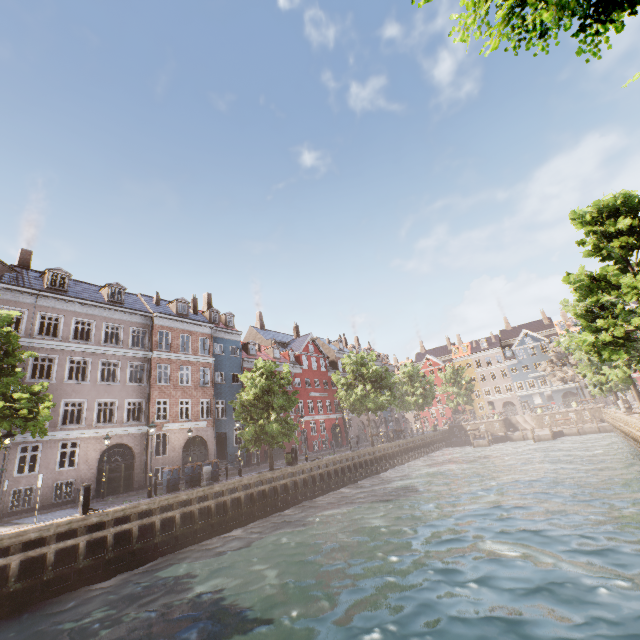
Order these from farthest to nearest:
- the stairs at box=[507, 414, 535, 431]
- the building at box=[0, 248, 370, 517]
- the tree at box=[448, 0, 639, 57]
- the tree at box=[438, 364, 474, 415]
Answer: the tree at box=[438, 364, 474, 415] → the stairs at box=[507, 414, 535, 431] → the building at box=[0, 248, 370, 517] → the tree at box=[448, 0, 639, 57]

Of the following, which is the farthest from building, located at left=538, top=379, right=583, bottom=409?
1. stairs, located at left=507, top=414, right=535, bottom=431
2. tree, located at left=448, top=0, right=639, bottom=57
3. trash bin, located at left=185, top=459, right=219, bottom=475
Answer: stairs, located at left=507, top=414, right=535, bottom=431

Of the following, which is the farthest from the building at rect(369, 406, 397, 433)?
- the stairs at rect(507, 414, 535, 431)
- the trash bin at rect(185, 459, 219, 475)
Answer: the stairs at rect(507, 414, 535, 431)

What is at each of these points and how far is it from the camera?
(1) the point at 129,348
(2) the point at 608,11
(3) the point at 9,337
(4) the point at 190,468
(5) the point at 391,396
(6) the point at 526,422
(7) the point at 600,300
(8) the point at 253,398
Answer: (1) building, 26.19m
(2) tree, 2.35m
(3) tree, 13.26m
(4) trash bin, 19.86m
(5) tree, 34.19m
(6) stairs, 48.34m
(7) tree, 14.25m
(8) tree, 23.69m

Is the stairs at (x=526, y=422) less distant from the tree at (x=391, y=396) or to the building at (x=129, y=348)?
the tree at (x=391, y=396)

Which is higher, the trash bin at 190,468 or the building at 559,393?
the building at 559,393

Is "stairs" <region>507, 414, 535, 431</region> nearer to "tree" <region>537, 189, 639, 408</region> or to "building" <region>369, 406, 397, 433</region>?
"tree" <region>537, 189, 639, 408</region>

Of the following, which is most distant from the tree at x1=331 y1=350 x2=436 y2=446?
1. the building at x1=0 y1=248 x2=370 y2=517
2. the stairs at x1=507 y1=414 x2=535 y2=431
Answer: the stairs at x1=507 y1=414 x2=535 y2=431
